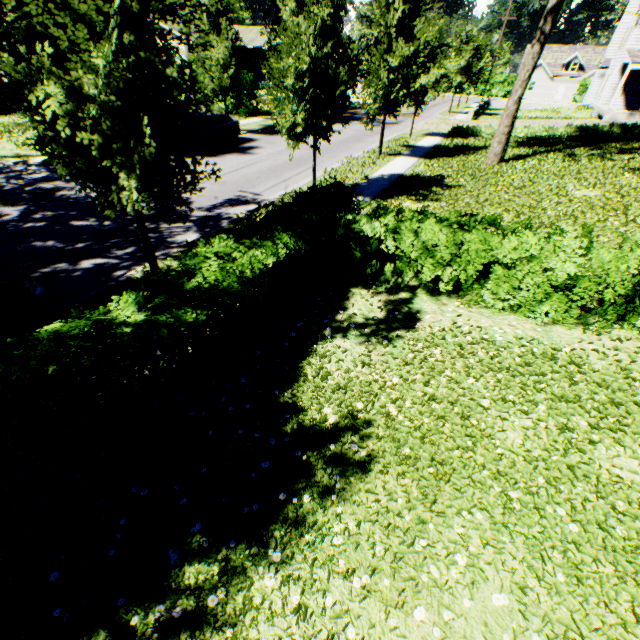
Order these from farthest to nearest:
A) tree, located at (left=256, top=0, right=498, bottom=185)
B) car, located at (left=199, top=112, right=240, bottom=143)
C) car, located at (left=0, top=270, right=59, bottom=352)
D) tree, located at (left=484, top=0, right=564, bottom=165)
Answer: car, located at (left=199, top=112, right=240, bottom=143)
tree, located at (left=484, top=0, right=564, bottom=165)
tree, located at (left=256, top=0, right=498, bottom=185)
car, located at (left=0, top=270, right=59, bottom=352)

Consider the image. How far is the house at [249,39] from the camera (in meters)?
42.28

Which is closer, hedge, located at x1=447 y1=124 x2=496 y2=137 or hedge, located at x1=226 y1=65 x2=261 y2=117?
hedge, located at x1=447 y1=124 x2=496 y2=137

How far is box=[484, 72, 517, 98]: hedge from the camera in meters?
54.2

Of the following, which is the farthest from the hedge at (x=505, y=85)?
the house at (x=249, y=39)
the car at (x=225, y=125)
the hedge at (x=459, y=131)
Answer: the car at (x=225, y=125)

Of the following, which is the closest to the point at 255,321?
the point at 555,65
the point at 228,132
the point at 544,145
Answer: the point at 228,132

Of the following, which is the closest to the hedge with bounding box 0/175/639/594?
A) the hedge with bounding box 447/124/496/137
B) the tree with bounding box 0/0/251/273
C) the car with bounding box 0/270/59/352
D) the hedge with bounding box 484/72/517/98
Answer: the tree with bounding box 0/0/251/273

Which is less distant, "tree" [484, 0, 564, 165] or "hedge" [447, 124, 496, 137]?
"tree" [484, 0, 564, 165]
